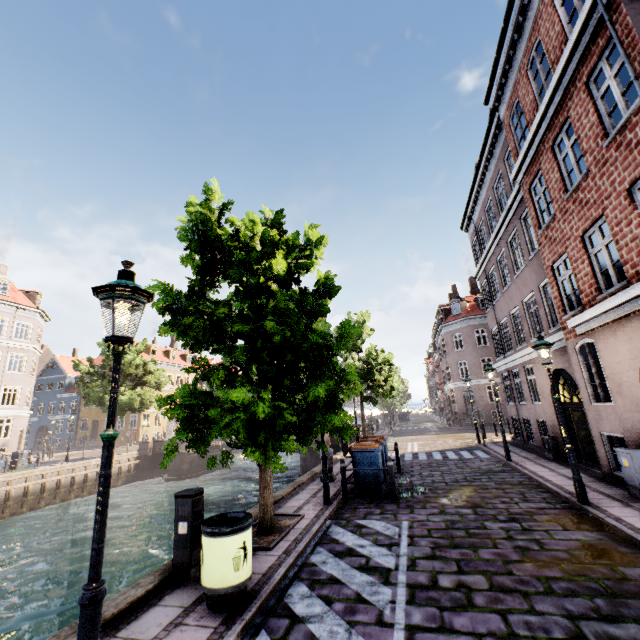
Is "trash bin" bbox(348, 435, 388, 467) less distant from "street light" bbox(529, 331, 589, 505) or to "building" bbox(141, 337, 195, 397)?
"street light" bbox(529, 331, 589, 505)

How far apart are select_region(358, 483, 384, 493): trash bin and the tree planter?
2.4 meters

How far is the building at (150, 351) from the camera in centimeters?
4588cm

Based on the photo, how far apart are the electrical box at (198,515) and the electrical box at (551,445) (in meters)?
13.26

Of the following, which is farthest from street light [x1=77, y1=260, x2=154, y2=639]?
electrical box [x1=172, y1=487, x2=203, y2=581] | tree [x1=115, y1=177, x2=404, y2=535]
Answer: electrical box [x1=172, y1=487, x2=203, y2=581]

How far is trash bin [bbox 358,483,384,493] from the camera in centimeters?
942cm

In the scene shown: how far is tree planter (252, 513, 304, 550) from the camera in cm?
604

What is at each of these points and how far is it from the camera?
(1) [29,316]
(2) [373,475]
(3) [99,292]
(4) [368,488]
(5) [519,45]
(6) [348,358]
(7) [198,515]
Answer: (1) building, 30.8 meters
(2) trash bin, 9.5 meters
(3) street light, 3.0 meters
(4) trash bin, 9.5 meters
(5) building, 10.4 meters
(6) tree, 25.2 meters
(7) electrical box, 5.4 meters
